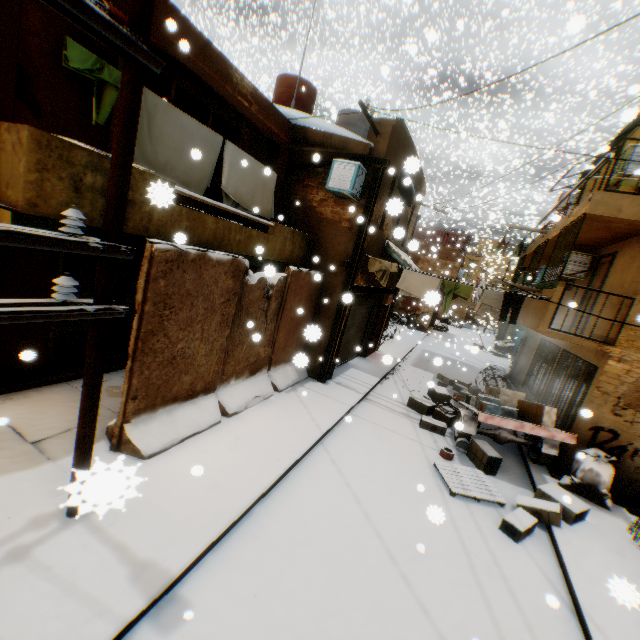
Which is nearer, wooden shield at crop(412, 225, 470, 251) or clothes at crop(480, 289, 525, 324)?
clothes at crop(480, 289, 525, 324)

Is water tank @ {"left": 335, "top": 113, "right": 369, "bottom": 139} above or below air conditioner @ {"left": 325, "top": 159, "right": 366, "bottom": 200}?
above

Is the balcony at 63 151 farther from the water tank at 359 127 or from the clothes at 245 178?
the water tank at 359 127

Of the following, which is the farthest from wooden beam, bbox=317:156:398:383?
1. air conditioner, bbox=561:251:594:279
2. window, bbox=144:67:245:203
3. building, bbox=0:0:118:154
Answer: air conditioner, bbox=561:251:594:279

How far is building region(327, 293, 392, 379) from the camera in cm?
1038

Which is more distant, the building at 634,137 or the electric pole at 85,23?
the building at 634,137

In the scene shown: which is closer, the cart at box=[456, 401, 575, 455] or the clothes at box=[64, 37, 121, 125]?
the clothes at box=[64, 37, 121, 125]

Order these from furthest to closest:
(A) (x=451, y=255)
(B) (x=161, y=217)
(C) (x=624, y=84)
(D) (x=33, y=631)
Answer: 1. (C) (x=624, y=84)
2. (A) (x=451, y=255)
3. (B) (x=161, y=217)
4. (D) (x=33, y=631)
